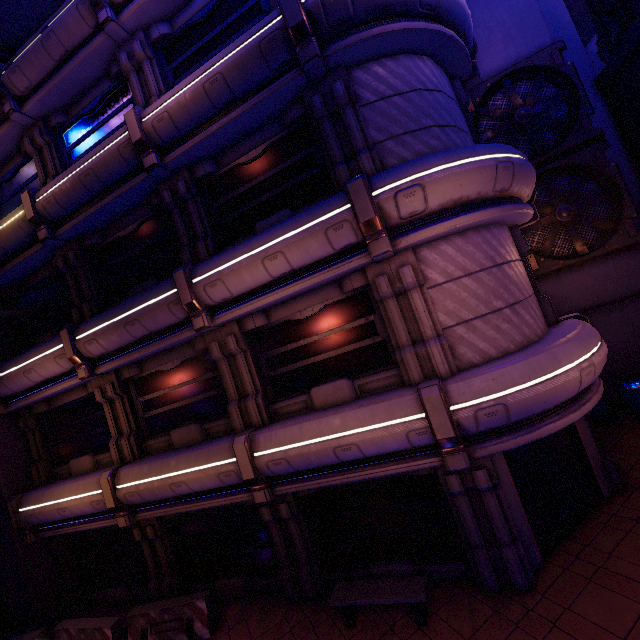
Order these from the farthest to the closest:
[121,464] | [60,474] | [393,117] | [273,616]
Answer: [60,474]
[121,464]
[273,616]
[393,117]

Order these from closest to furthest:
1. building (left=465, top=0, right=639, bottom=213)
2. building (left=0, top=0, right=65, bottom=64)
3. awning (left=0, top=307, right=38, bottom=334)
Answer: awning (left=0, top=307, right=38, bottom=334) → building (left=0, top=0, right=65, bottom=64) → building (left=465, top=0, right=639, bottom=213)

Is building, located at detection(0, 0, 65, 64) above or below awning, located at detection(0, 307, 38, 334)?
above

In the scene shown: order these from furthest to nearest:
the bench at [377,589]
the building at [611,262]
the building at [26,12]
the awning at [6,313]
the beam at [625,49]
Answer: the building at [611,262] < the beam at [625,49] < the building at [26,12] < the awning at [6,313] < the bench at [377,589]

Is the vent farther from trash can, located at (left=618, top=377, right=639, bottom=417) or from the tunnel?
the tunnel

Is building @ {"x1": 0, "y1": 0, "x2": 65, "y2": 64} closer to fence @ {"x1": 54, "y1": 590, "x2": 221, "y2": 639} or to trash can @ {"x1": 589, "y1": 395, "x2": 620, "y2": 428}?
fence @ {"x1": 54, "y1": 590, "x2": 221, "y2": 639}

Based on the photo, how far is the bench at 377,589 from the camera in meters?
6.7 m

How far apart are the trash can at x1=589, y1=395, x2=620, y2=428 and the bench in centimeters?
937cm
